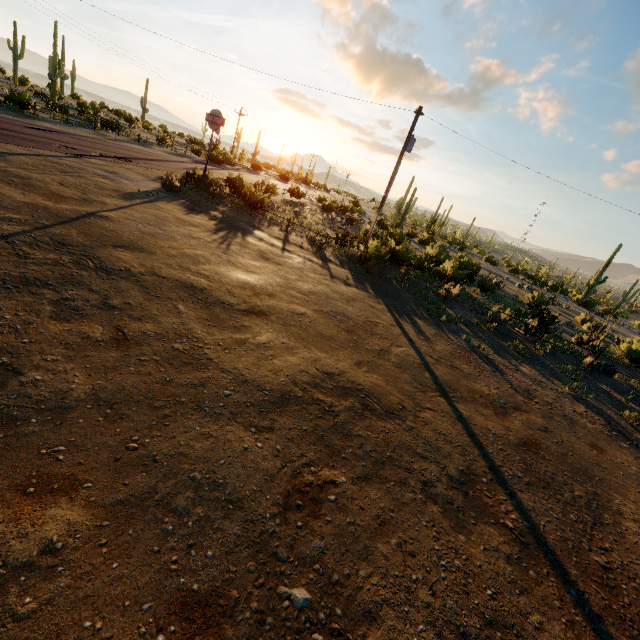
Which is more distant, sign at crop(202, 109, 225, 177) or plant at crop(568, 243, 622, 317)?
plant at crop(568, 243, 622, 317)

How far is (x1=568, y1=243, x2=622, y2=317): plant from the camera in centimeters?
4941cm

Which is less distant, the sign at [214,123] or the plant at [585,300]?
the sign at [214,123]

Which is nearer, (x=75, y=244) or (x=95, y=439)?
(x=95, y=439)

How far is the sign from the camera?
19.6m

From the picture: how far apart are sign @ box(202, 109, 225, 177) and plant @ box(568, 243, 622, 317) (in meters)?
A: 58.38

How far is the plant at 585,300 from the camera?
49.4 meters
